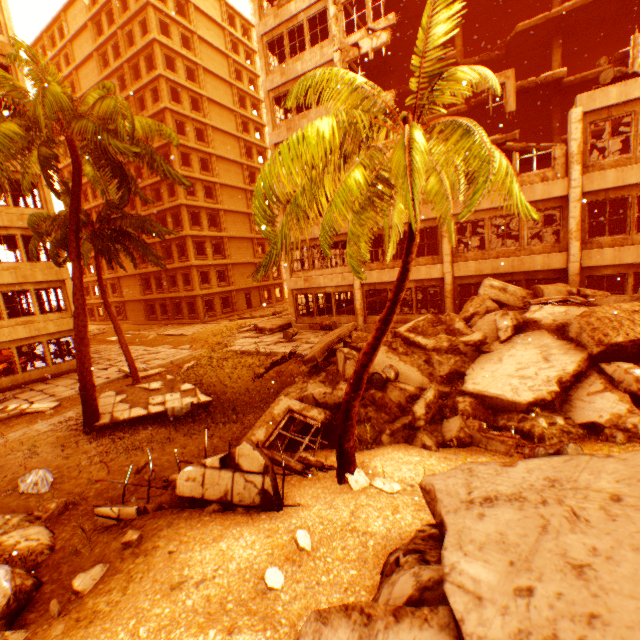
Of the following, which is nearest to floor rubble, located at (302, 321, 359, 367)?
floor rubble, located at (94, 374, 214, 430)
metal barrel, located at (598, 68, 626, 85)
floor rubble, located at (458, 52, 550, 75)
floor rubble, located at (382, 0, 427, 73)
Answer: floor rubble, located at (94, 374, 214, 430)

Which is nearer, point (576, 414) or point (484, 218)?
point (576, 414)

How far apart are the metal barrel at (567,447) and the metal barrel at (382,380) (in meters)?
3.77

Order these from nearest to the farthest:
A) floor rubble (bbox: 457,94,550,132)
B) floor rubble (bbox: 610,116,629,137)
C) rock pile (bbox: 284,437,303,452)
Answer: rock pile (bbox: 284,437,303,452), floor rubble (bbox: 610,116,629,137), floor rubble (bbox: 457,94,550,132)

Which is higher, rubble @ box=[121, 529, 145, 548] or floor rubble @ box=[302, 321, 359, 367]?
floor rubble @ box=[302, 321, 359, 367]

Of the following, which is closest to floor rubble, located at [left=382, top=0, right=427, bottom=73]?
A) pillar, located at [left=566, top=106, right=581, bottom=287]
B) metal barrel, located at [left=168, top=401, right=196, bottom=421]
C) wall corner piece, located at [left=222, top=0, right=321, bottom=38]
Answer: wall corner piece, located at [left=222, top=0, right=321, bottom=38]

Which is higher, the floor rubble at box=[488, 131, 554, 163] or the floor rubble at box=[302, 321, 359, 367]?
the floor rubble at box=[488, 131, 554, 163]

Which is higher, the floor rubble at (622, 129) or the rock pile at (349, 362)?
the floor rubble at (622, 129)
